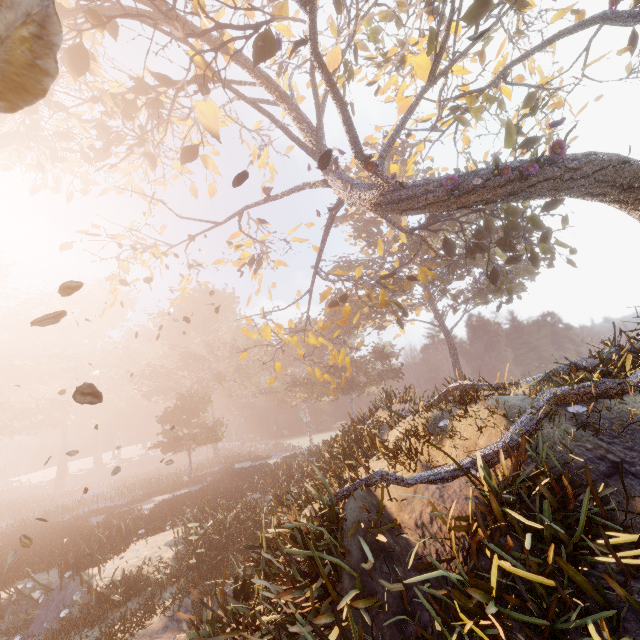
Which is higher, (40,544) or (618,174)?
(618,174)

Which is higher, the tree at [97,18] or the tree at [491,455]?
the tree at [97,18]

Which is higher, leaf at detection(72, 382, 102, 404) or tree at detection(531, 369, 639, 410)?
leaf at detection(72, 382, 102, 404)

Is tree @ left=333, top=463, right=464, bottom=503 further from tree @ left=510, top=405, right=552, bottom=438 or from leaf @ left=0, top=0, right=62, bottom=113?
leaf @ left=0, top=0, right=62, bottom=113

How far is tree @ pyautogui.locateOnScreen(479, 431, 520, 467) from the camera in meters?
5.4

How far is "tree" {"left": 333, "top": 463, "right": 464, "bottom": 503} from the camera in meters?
5.1

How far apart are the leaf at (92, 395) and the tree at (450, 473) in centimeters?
362cm

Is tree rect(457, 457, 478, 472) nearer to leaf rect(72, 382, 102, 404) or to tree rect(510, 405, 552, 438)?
tree rect(510, 405, 552, 438)
